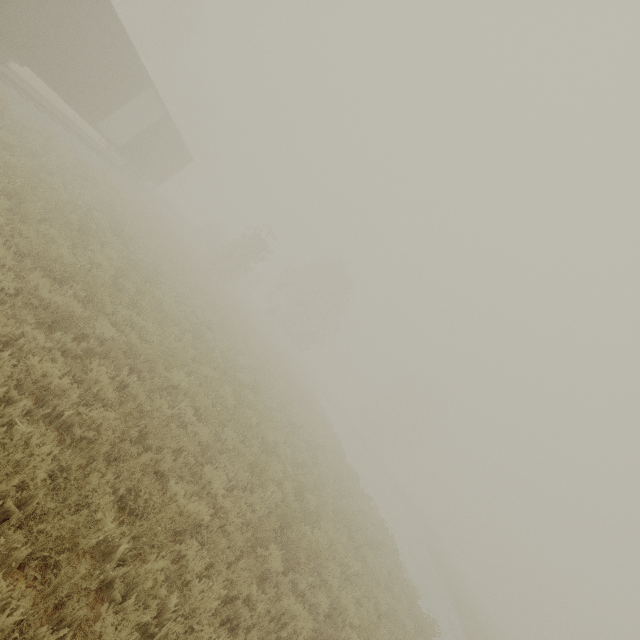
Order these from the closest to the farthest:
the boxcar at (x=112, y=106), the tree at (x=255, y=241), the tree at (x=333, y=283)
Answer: the boxcar at (x=112, y=106)
the tree at (x=255, y=241)
the tree at (x=333, y=283)

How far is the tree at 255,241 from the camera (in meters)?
29.58

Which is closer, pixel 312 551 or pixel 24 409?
pixel 24 409

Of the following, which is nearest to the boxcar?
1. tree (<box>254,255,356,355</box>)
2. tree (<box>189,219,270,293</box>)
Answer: tree (<box>189,219,270,293</box>)

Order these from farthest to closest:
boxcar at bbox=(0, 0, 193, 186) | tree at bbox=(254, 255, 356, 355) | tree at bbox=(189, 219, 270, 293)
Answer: tree at bbox=(254, 255, 356, 355)
tree at bbox=(189, 219, 270, 293)
boxcar at bbox=(0, 0, 193, 186)

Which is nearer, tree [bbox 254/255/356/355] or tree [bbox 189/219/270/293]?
tree [bbox 189/219/270/293]

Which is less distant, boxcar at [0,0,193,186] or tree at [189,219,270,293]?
boxcar at [0,0,193,186]

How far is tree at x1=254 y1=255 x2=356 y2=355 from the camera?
41.8m
